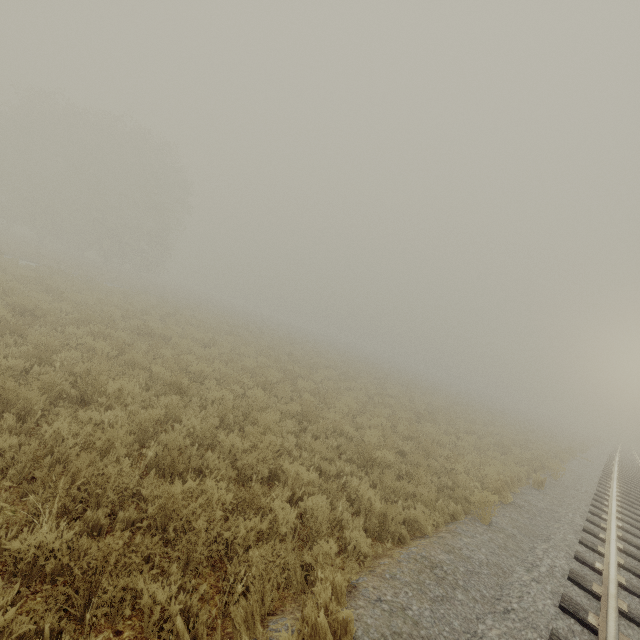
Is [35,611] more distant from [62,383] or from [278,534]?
[62,383]
